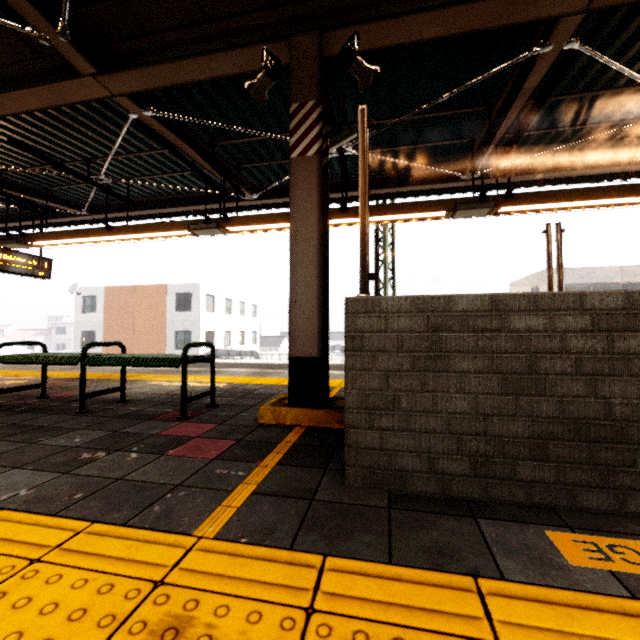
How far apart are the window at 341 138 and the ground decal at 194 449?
3.81m

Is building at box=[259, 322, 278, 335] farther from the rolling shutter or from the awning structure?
the rolling shutter

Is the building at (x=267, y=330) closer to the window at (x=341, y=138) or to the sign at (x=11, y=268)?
the sign at (x=11, y=268)

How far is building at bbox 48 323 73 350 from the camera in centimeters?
5756cm

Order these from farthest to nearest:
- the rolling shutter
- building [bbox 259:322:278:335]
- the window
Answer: building [bbox 259:322:278:335]
the window
the rolling shutter

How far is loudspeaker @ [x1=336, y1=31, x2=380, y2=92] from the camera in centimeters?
301cm

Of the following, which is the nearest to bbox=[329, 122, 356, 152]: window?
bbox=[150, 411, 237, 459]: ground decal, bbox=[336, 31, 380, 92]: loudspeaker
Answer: bbox=[336, 31, 380, 92]: loudspeaker

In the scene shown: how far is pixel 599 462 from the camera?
1.4 meters
